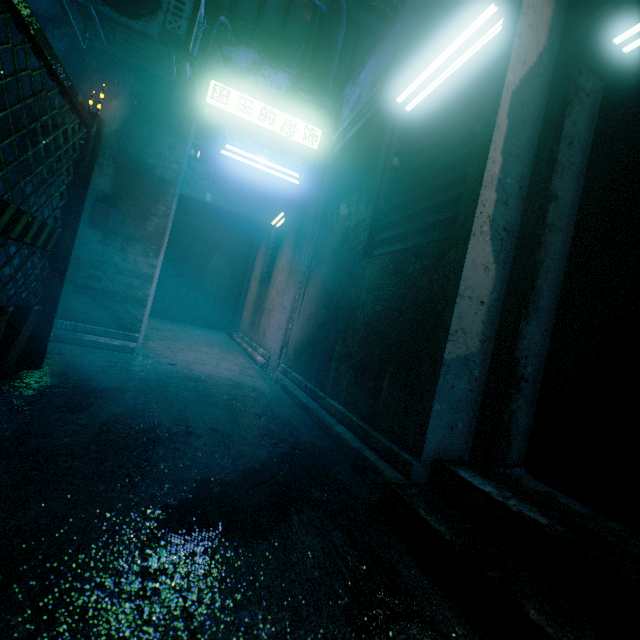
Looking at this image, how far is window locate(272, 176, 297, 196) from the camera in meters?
8.9

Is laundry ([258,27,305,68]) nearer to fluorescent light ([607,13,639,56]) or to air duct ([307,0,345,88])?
air duct ([307,0,345,88])

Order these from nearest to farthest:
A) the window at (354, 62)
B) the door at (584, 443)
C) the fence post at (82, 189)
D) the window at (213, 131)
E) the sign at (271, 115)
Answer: the door at (584, 443), the fence post at (82, 189), the sign at (271, 115), the window at (354, 62), the window at (213, 131)

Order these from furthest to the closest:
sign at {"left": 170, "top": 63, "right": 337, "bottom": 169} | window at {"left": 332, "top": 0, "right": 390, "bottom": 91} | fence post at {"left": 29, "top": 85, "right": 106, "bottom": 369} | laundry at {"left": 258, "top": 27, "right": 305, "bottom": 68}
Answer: window at {"left": 332, "top": 0, "right": 390, "bottom": 91}
laundry at {"left": 258, "top": 27, "right": 305, "bottom": 68}
sign at {"left": 170, "top": 63, "right": 337, "bottom": 169}
fence post at {"left": 29, "top": 85, "right": 106, "bottom": 369}

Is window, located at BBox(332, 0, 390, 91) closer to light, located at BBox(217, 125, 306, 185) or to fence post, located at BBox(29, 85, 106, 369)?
light, located at BBox(217, 125, 306, 185)

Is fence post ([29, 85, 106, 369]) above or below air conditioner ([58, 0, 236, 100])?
below

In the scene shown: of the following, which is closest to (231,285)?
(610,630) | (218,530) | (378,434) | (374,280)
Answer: (374,280)

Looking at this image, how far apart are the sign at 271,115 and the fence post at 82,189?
1.1 meters
